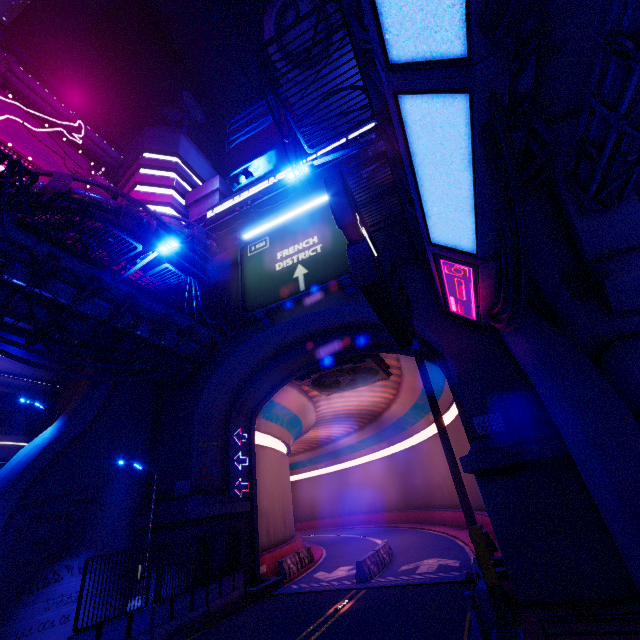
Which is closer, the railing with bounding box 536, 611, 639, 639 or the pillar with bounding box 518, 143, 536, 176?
the railing with bounding box 536, 611, 639, 639

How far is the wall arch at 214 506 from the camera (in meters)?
15.03

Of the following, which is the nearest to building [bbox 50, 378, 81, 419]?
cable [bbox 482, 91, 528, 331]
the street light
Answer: Answer: the street light

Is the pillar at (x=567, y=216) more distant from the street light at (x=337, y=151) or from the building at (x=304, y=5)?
the building at (x=304, y=5)

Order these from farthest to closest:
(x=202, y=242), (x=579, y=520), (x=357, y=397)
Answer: (x=357, y=397) → (x=202, y=242) → (x=579, y=520)

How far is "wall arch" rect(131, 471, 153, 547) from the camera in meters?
15.1

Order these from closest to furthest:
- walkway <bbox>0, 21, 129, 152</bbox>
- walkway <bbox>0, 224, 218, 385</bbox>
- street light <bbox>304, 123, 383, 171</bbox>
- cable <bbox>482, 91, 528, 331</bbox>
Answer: cable <bbox>482, 91, 528, 331</bbox>
street light <bbox>304, 123, 383, 171</bbox>
walkway <bbox>0, 224, 218, 385</bbox>
walkway <bbox>0, 21, 129, 152</bbox>

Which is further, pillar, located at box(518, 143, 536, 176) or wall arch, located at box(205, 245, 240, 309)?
wall arch, located at box(205, 245, 240, 309)
